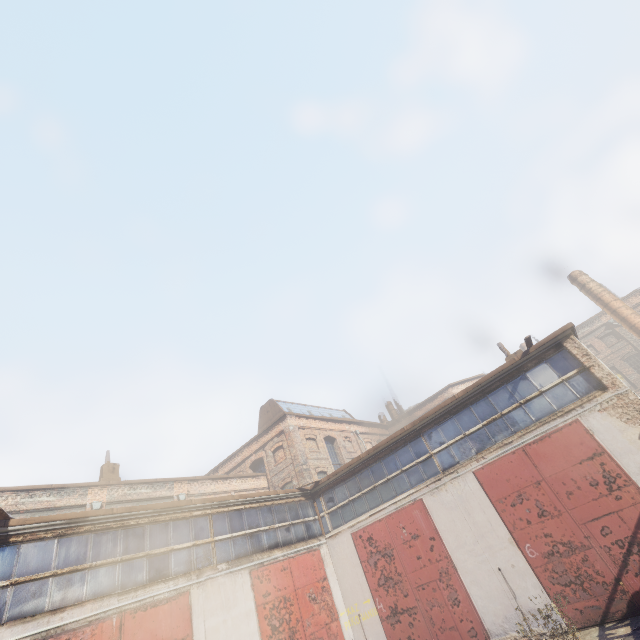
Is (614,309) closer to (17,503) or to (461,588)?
(461,588)
